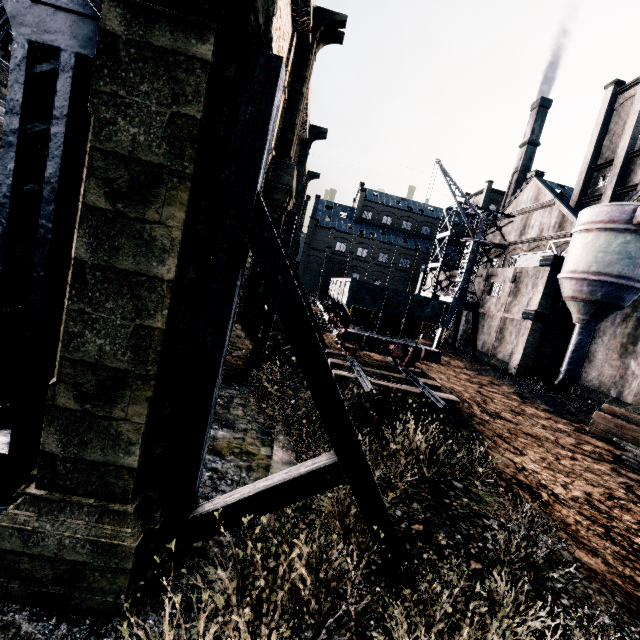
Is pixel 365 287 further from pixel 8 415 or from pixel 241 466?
pixel 8 415

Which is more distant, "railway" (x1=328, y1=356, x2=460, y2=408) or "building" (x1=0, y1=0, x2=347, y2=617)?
"railway" (x1=328, y1=356, x2=460, y2=408)

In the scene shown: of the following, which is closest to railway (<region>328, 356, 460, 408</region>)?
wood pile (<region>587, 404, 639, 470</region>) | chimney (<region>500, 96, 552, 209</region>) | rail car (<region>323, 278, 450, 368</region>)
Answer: rail car (<region>323, 278, 450, 368</region>)

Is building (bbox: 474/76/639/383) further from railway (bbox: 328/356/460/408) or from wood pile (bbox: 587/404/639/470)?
railway (bbox: 328/356/460/408)

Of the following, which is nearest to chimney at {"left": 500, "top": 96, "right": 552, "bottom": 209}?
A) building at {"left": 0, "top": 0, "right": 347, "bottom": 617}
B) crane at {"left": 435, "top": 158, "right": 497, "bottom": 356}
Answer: building at {"left": 0, "top": 0, "right": 347, "bottom": 617}

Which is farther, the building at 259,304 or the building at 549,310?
the building at 549,310

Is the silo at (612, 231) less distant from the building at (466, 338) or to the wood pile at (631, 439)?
the building at (466, 338)

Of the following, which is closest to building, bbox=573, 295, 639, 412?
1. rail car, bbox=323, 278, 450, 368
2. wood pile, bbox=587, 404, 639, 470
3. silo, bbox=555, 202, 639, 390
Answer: silo, bbox=555, 202, 639, 390
